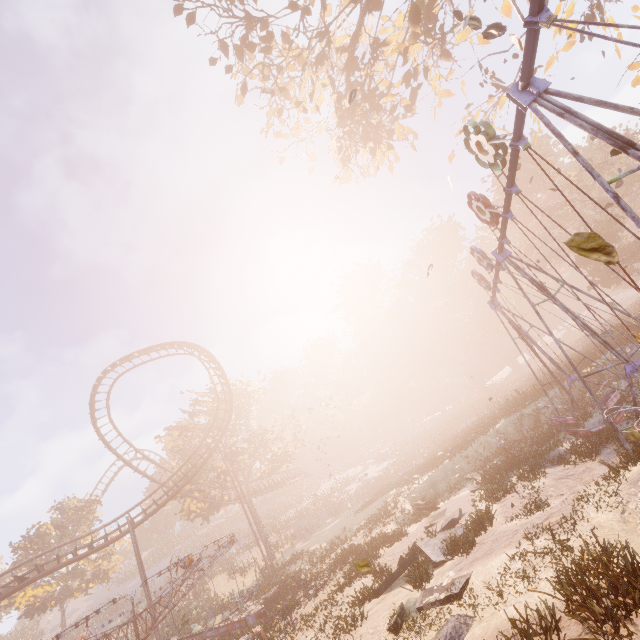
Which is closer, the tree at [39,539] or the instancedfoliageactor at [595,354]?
the instancedfoliageactor at [595,354]

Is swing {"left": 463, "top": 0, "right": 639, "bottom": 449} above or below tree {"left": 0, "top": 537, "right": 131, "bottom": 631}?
below

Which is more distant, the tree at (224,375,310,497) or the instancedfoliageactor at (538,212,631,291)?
the tree at (224,375,310,497)

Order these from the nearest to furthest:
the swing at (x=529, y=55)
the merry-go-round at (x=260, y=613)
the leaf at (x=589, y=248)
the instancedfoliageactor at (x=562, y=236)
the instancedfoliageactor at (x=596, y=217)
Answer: the leaf at (x=589, y=248)
the swing at (x=529, y=55)
the merry-go-round at (x=260, y=613)
the instancedfoliageactor at (x=596, y=217)
the instancedfoliageactor at (x=562, y=236)

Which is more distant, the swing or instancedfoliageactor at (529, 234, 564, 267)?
instancedfoliageactor at (529, 234, 564, 267)

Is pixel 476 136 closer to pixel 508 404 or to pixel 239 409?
pixel 508 404

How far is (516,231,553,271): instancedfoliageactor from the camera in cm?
4350

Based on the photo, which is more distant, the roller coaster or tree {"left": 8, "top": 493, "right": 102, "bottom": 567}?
tree {"left": 8, "top": 493, "right": 102, "bottom": 567}
